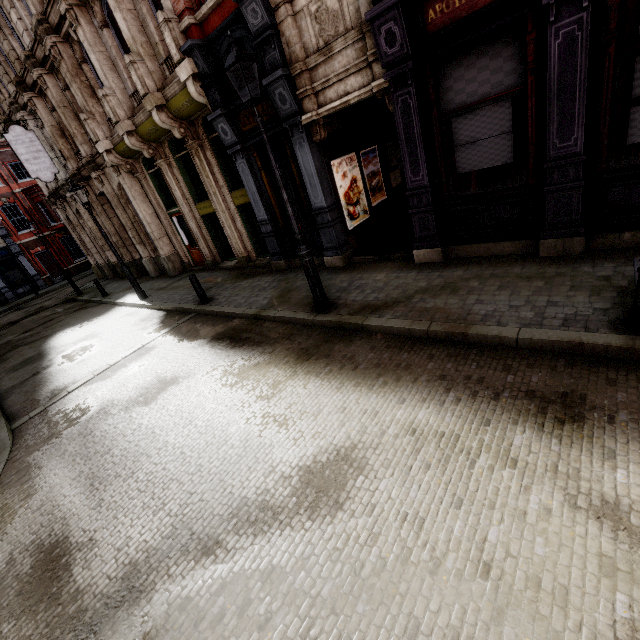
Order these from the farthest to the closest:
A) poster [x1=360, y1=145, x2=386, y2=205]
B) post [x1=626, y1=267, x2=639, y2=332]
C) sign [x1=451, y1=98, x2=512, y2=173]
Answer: poster [x1=360, y1=145, x2=386, y2=205]
sign [x1=451, y1=98, x2=512, y2=173]
post [x1=626, y1=267, x2=639, y2=332]

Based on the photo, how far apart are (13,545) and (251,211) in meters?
10.4 m

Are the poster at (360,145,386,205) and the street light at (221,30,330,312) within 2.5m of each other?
no

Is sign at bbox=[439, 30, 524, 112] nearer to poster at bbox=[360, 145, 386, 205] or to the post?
the post

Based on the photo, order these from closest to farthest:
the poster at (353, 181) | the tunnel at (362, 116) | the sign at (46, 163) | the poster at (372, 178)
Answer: the tunnel at (362, 116) < the poster at (353, 181) < the poster at (372, 178) < the sign at (46, 163)

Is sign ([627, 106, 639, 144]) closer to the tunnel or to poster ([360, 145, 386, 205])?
the tunnel

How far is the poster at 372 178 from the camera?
9.9m

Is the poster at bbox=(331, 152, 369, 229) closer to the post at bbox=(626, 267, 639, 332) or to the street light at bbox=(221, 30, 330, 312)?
the street light at bbox=(221, 30, 330, 312)
